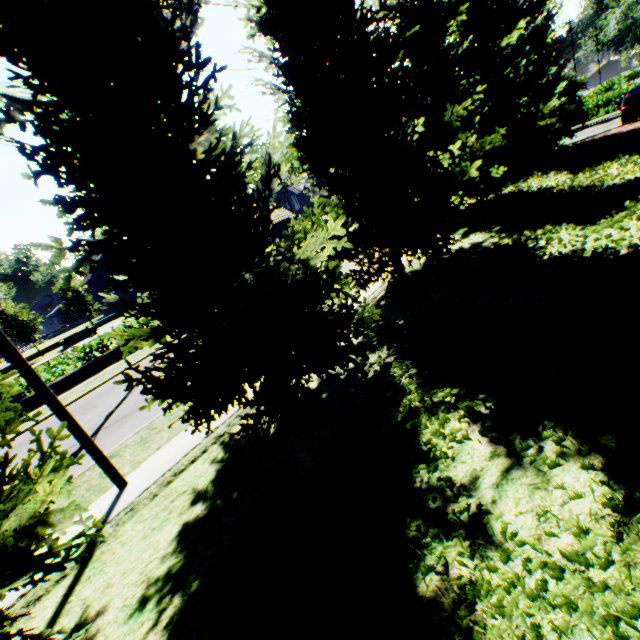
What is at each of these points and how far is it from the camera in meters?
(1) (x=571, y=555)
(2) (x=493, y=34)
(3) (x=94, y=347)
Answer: (1) plant, 2.0
(2) tree, 14.1
(3) hedge, 19.6

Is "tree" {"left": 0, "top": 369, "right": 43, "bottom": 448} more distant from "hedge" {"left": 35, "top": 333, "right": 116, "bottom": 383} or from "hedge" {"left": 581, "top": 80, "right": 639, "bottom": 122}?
"hedge" {"left": 35, "top": 333, "right": 116, "bottom": 383}

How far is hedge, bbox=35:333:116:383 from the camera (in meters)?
18.03

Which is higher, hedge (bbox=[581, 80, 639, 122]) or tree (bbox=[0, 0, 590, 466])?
tree (bbox=[0, 0, 590, 466])

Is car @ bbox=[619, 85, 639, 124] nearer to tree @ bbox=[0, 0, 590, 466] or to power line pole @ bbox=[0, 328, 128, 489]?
tree @ bbox=[0, 0, 590, 466]

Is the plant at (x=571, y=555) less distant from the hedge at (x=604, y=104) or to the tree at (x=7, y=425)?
the tree at (x=7, y=425)

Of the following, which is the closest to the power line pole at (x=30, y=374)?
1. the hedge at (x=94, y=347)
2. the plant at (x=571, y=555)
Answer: the plant at (x=571, y=555)

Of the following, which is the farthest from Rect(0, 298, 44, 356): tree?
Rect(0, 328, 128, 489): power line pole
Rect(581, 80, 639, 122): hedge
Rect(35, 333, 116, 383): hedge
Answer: Rect(35, 333, 116, 383): hedge
